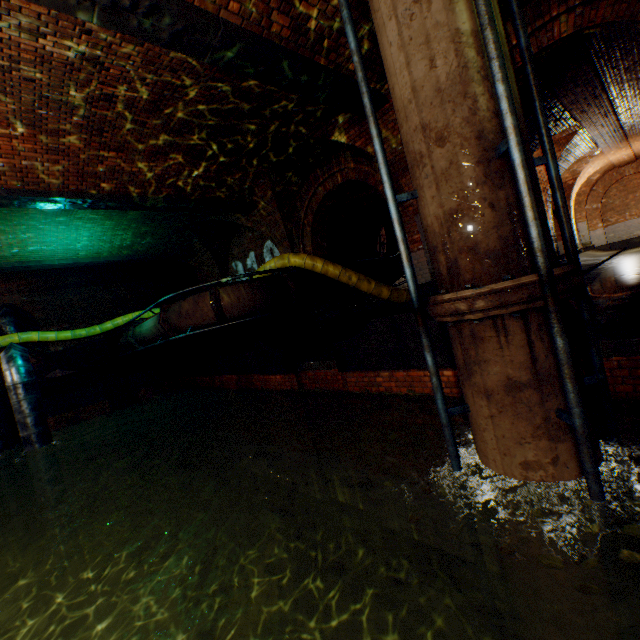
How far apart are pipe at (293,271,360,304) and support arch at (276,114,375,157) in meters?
3.1 m

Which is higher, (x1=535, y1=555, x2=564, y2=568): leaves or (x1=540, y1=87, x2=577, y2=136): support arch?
(x1=540, y1=87, x2=577, y2=136): support arch

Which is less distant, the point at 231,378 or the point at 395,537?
the point at 395,537

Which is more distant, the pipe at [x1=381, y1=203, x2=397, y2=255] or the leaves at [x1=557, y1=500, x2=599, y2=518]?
the pipe at [x1=381, y1=203, x2=397, y2=255]

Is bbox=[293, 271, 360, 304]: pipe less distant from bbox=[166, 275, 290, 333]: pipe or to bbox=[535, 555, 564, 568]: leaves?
bbox=[166, 275, 290, 333]: pipe

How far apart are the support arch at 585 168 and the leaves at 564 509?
18.4 meters

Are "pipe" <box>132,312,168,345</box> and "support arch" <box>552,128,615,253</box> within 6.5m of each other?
no

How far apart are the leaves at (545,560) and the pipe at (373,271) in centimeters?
742cm
